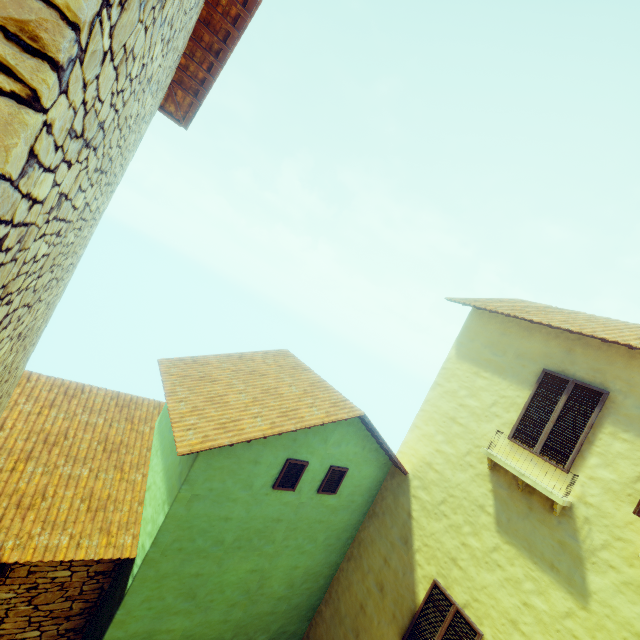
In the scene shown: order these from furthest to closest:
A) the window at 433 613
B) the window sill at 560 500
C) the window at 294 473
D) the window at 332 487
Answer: the window at 332 487 < the window at 294 473 < the window at 433 613 < the window sill at 560 500

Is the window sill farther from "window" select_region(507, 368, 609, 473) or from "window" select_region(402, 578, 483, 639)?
"window" select_region(402, 578, 483, 639)

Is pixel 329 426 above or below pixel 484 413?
below

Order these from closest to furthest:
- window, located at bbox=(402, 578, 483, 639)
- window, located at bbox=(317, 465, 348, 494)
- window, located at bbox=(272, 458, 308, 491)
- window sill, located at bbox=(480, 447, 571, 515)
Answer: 1. window sill, located at bbox=(480, 447, 571, 515)
2. window, located at bbox=(402, 578, 483, 639)
3. window, located at bbox=(272, 458, 308, 491)
4. window, located at bbox=(317, 465, 348, 494)

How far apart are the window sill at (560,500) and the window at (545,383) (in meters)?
0.47

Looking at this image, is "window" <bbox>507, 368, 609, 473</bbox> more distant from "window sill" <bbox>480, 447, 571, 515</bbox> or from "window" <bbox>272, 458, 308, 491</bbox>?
"window" <bbox>272, 458, 308, 491</bbox>
